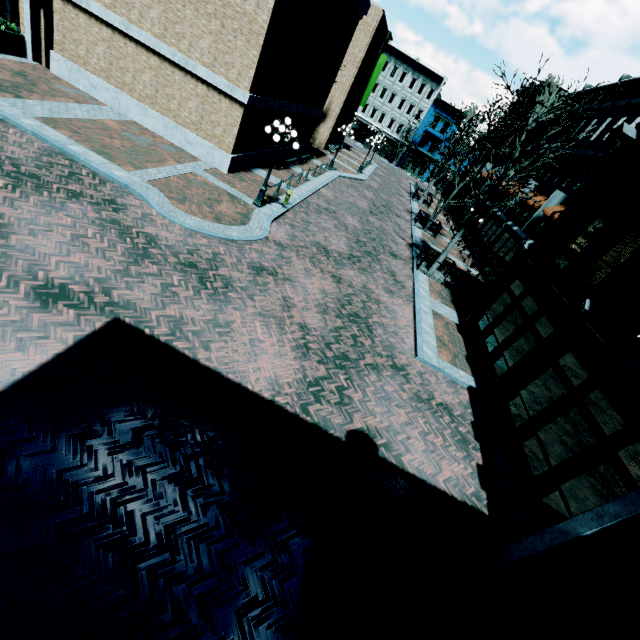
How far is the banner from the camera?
19.6m

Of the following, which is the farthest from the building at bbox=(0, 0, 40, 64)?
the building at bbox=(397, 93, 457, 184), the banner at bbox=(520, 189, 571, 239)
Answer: the building at bbox=(397, 93, 457, 184)

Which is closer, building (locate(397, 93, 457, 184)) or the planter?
the planter

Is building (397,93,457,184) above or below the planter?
above

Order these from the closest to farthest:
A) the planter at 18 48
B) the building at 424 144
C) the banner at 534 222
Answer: the planter at 18 48, the banner at 534 222, the building at 424 144

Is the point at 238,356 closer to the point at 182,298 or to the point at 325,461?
the point at 182,298

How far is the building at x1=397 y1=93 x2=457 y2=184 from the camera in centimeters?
5016cm

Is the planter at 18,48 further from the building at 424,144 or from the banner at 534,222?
the building at 424,144
